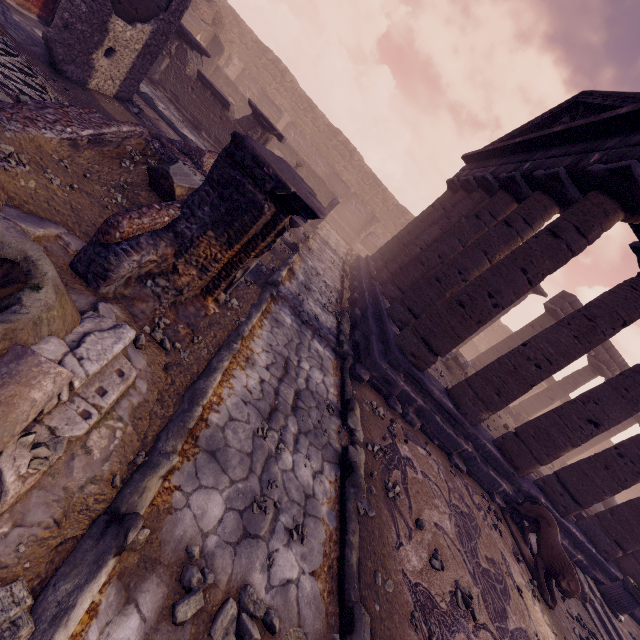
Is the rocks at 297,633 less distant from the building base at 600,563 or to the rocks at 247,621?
the rocks at 247,621

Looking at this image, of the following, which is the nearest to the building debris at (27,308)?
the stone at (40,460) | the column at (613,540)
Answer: the stone at (40,460)

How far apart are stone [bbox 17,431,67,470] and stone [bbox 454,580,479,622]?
5.2 meters

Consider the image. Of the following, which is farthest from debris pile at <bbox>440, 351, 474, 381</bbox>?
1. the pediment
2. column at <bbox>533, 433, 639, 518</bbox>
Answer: the pediment

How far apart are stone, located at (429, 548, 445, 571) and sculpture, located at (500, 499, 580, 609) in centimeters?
397cm

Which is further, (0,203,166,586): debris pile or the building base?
the building base

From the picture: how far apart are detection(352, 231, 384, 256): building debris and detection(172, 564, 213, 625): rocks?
23.9 meters

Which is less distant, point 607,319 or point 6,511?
point 6,511
